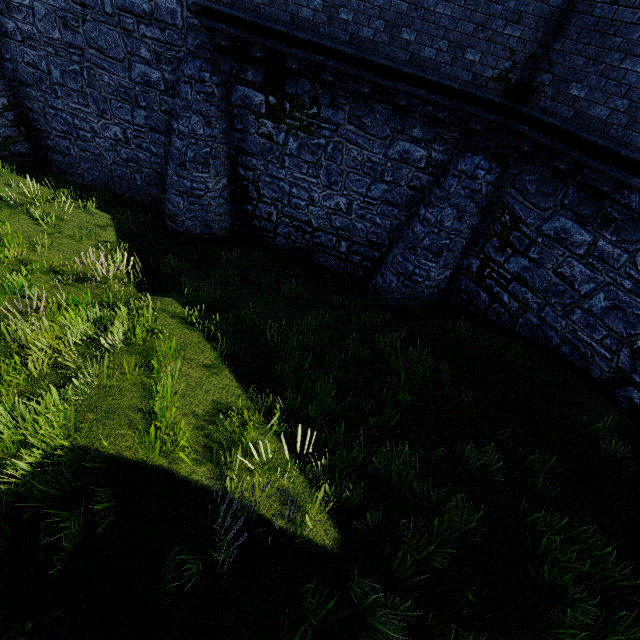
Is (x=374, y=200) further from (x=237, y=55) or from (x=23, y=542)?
(x=23, y=542)
